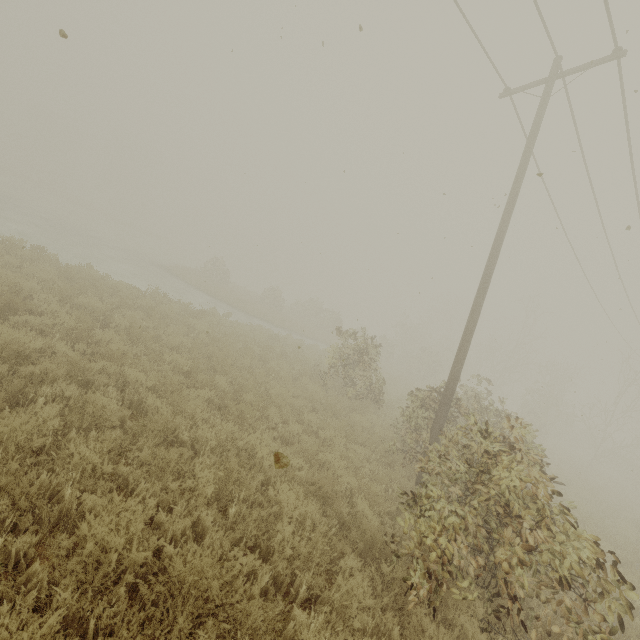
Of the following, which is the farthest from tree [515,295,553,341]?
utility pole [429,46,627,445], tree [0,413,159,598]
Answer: tree [0,413,159,598]

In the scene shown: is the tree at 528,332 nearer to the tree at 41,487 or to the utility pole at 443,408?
the utility pole at 443,408

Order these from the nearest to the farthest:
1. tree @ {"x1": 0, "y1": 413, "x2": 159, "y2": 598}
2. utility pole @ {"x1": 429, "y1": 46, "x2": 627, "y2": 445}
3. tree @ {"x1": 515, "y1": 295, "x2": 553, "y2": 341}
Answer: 1. tree @ {"x1": 0, "y1": 413, "x2": 159, "y2": 598}
2. utility pole @ {"x1": 429, "y1": 46, "x2": 627, "y2": 445}
3. tree @ {"x1": 515, "y1": 295, "x2": 553, "y2": 341}

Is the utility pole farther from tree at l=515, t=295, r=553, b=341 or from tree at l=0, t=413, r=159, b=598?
tree at l=515, t=295, r=553, b=341

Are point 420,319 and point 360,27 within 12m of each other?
no

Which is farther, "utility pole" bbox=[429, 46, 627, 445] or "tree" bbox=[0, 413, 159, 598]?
"utility pole" bbox=[429, 46, 627, 445]
